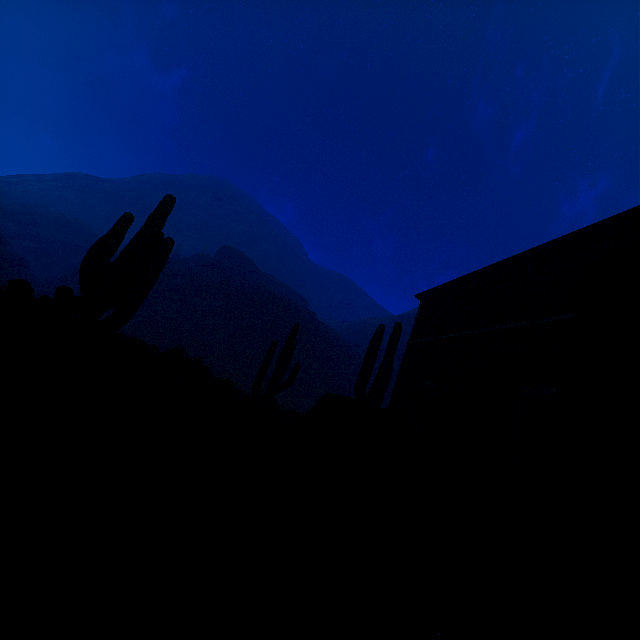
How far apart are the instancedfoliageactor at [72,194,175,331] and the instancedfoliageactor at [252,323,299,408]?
5.5m

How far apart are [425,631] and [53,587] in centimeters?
214cm

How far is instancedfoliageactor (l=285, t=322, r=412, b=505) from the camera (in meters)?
5.62

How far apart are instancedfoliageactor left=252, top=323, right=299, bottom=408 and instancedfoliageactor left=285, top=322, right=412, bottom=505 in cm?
492

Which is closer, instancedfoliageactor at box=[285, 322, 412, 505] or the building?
instancedfoliageactor at box=[285, 322, 412, 505]

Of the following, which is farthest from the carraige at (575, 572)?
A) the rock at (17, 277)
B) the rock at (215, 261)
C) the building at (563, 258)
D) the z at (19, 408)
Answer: the rock at (17, 277)

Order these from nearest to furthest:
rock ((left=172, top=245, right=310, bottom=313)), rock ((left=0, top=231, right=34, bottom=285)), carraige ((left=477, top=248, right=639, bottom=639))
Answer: carraige ((left=477, top=248, right=639, bottom=639)) < rock ((left=0, top=231, right=34, bottom=285)) < rock ((left=172, top=245, right=310, bottom=313))

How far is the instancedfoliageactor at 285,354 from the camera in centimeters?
1155cm
